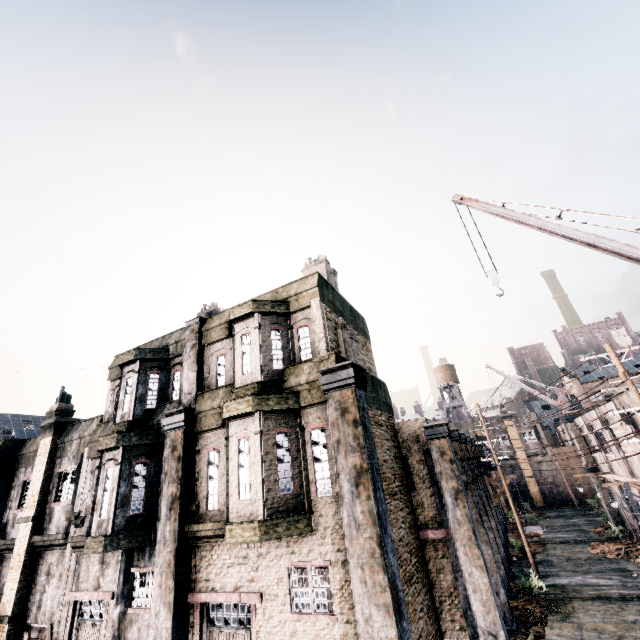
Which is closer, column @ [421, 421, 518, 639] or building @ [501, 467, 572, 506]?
column @ [421, 421, 518, 639]

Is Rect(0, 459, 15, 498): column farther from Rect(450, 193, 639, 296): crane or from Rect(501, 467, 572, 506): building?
Rect(501, 467, 572, 506): building

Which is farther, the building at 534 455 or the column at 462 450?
the building at 534 455

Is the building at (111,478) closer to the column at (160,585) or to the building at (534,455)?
the column at (160,585)

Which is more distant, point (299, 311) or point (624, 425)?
point (624, 425)

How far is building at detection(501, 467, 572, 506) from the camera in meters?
41.3 m

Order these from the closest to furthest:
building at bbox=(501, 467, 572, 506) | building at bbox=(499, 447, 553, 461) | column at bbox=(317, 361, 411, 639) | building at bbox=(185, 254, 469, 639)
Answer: column at bbox=(317, 361, 411, 639)
building at bbox=(185, 254, 469, 639)
building at bbox=(501, 467, 572, 506)
building at bbox=(499, 447, 553, 461)

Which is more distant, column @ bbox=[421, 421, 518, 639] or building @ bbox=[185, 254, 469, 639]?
column @ bbox=[421, 421, 518, 639]
